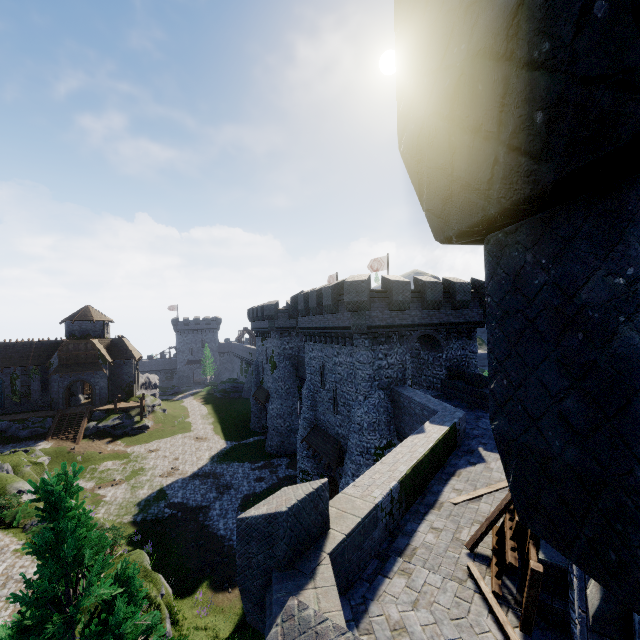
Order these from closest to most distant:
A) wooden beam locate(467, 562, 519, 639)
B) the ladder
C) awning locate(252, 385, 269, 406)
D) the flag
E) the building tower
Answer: the building tower, wooden beam locate(467, 562, 519, 639), the ladder, the flag, awning locate(252, 385, 269, 406)

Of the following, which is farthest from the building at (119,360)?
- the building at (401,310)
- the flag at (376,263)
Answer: the flag at (376,263)

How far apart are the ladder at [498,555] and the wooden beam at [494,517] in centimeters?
5cm

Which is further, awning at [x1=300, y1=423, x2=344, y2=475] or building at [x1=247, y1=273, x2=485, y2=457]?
awning at [x1=300, y1=423, x2=344, y2=475]

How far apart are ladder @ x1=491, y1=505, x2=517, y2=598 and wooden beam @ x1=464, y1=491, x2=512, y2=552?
0.1m

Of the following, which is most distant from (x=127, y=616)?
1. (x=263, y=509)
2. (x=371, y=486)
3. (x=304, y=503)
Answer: (x=371, y=486)

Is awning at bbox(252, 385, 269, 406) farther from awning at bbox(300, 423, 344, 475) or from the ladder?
the ladder

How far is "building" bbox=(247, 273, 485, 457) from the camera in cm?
1947
